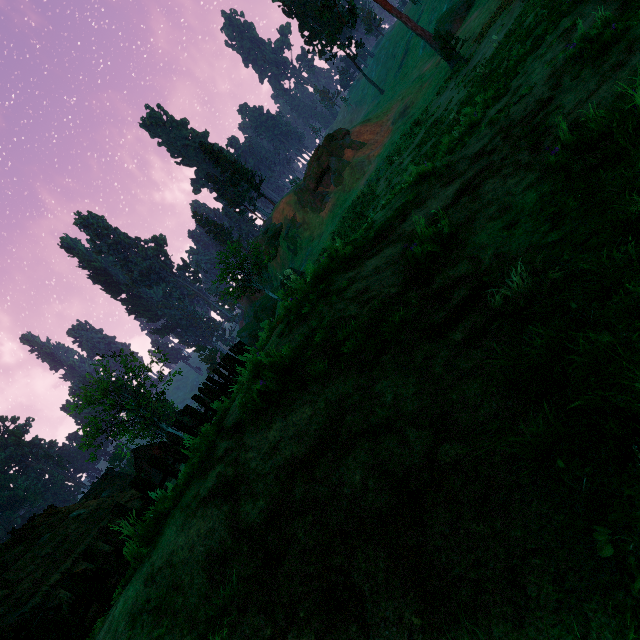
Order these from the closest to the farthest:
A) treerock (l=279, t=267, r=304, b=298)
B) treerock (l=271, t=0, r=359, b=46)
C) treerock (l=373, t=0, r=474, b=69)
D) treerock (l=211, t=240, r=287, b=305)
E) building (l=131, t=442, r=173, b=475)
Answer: treerock (l=279, t=267, r=304, b=298) < treerock (l=373, t=0, r=474, b=69) < treerock (l=271, t=0, r=359, b=46) < treerock (l=211, t=240, r=287, b=305) < building (l=131, t=442, r=173, b=475)

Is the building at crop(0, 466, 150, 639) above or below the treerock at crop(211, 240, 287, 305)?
below

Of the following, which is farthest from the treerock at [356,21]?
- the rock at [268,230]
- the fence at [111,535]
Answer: the fence at [111,535]

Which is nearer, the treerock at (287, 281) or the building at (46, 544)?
the treerock at (287, 281)

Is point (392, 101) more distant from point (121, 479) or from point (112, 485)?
point (112, 485)

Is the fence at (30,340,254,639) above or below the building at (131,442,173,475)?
below

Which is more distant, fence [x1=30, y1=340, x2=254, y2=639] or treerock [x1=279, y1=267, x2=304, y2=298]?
treerock [x1=279, y1=267, x2=304, y2=298]
